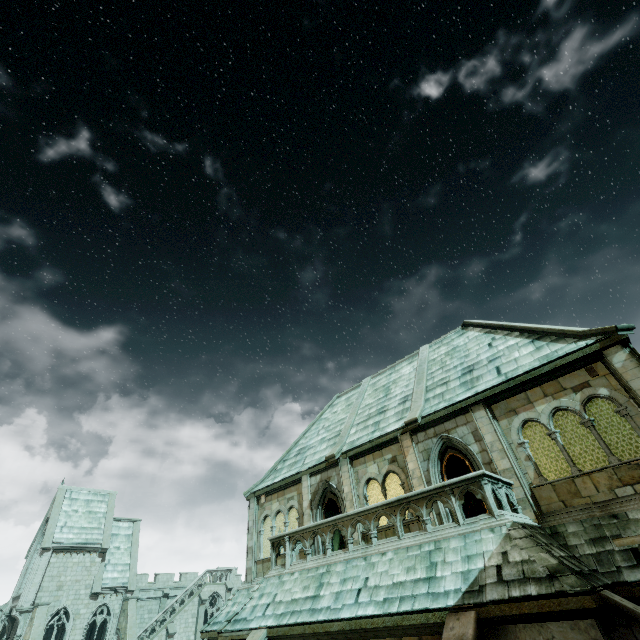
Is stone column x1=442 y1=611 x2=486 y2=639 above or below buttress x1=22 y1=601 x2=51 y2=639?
below

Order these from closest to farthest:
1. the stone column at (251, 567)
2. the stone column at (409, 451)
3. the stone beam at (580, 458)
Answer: the stone column at (409, 451), the stone column at (251, 567), the stone beam at (580, 458)

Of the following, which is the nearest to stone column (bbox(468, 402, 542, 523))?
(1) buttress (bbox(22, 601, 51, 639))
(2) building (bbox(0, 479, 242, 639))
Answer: (2) building (bbox(0, 479, 242, 639))

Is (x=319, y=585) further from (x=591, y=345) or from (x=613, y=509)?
(x=591, y=345)

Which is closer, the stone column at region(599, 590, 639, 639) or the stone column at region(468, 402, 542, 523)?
the stone column at region(599, 590, 639, 639)

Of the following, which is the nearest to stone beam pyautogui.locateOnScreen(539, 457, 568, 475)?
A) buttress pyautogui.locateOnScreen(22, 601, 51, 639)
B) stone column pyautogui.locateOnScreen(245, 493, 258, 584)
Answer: stone column pyautogui.locateOnScreen(245, 493, 258, 584)

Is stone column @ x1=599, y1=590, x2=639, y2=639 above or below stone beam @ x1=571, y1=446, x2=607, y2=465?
below

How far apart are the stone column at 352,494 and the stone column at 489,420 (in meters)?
5.76
